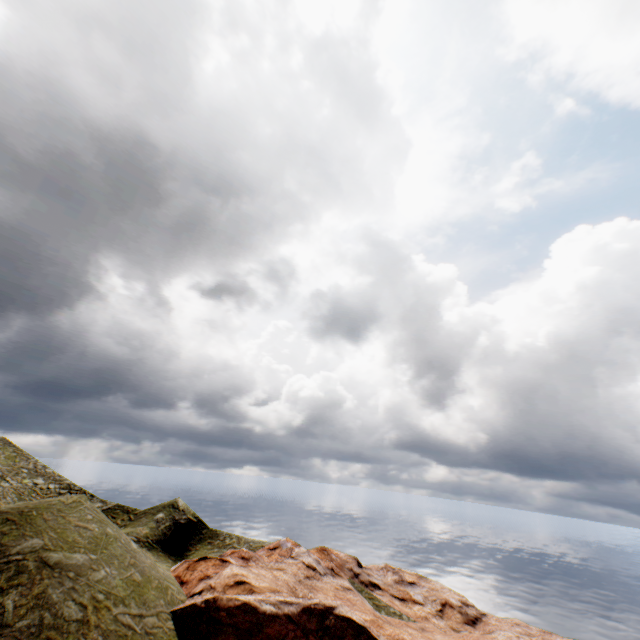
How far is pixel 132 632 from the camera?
15.67m
